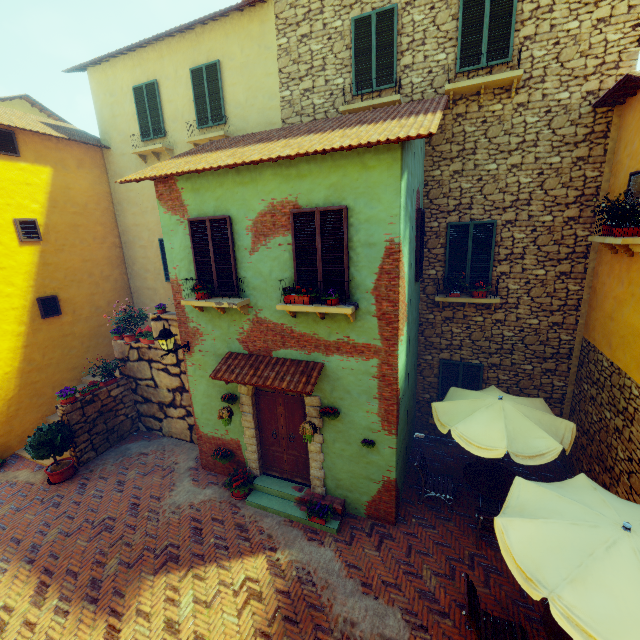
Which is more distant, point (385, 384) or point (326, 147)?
point (385, 384)

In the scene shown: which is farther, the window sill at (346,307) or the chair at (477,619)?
the window sill at (346,307)

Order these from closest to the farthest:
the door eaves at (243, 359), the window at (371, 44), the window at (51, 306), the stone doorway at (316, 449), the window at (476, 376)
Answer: the door eaves at (243, 359), the stone doorway at (316, 449), the window at (371, 44), the window at (476, 376), the window at (51, 306)

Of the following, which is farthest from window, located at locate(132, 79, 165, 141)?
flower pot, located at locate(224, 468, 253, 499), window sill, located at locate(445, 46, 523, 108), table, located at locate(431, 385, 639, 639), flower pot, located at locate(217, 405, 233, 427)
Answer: table, located at locate(431, 385, 639, 639)

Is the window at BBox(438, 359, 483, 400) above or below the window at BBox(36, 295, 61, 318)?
below

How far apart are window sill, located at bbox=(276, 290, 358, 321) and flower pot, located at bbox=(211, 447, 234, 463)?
4.32m

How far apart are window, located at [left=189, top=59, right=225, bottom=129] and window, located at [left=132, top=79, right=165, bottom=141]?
1.4m

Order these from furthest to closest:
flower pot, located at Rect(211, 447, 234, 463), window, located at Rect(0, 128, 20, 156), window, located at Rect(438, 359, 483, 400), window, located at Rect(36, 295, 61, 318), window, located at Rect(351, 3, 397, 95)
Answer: window, located at Rect(36, 295, 61, 318), window, located at Rect(0, 128, 20, 156), window, located at Rect(438, 359, 483, 400), flower pot, located at Rect(211, 447, 234, 463), window, located at Rect(351, 3, 397, 95)
